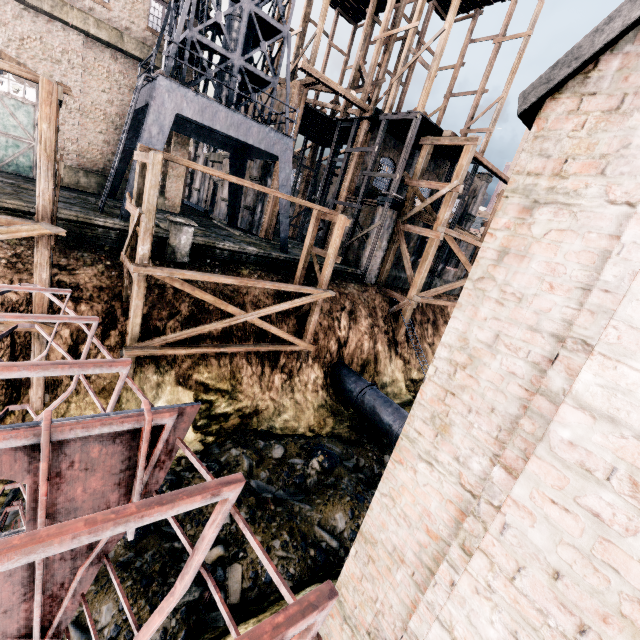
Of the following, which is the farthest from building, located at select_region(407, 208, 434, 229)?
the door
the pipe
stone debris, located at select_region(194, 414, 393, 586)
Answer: stone debris, located at select_region(194, 414, 393, 586)

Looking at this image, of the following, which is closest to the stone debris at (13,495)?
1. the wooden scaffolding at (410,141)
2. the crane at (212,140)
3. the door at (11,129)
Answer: the wooden scaffolding at (410,141)

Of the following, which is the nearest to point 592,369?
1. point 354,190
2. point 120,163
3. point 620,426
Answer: point 620,426

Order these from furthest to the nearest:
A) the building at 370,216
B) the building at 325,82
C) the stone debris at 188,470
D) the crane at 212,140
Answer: the building at 370,216
the building at 325,82
the crane at 212,140
the stone debris at 188,470

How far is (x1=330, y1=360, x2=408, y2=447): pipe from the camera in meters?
15.5 m

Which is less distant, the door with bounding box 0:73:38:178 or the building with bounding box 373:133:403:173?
the door with bounding box 0:73:38:178

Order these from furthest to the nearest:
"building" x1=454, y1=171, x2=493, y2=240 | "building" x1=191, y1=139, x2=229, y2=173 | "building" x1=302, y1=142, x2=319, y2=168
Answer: "building" x1=302, y1=142, x2=319, y2=168 < "building" x1=191, y1=139, x2=229, y2=173 < "building" x1=454, y1=171, x2=493, y2=240

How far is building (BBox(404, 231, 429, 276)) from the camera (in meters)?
25.71
